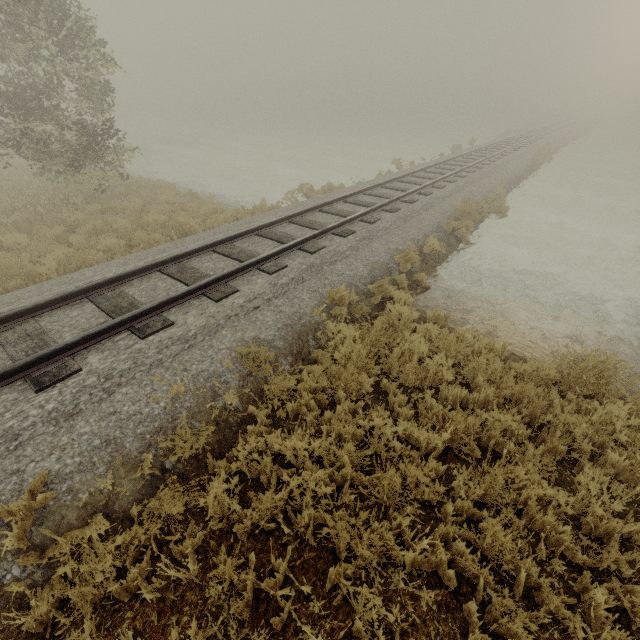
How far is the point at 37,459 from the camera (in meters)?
3.54
